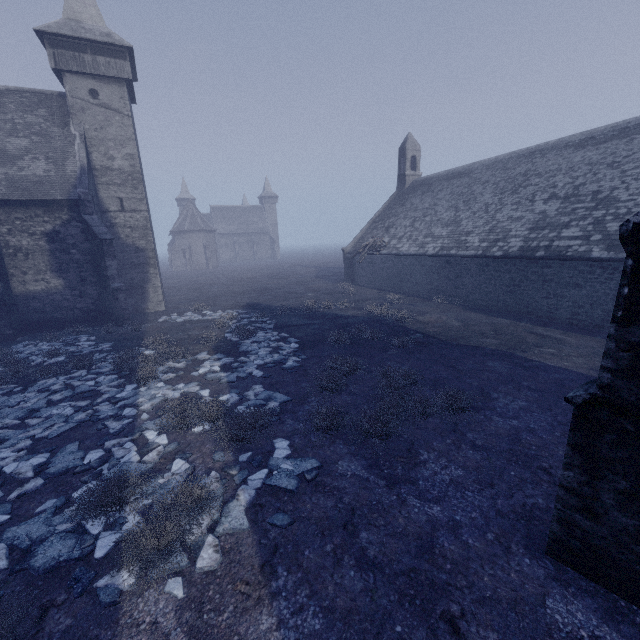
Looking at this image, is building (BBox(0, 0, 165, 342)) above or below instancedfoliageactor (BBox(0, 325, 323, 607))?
above

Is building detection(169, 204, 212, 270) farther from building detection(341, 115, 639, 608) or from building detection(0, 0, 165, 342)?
building detection(0, 0, 165, 342)

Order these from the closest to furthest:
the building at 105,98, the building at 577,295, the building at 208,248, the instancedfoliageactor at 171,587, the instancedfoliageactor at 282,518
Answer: the building at 577,295 → the instancedfoliageactor at 171,587 → the instancedfoliageactor at 282,518 → the building at 105,98 → the building at 208,248

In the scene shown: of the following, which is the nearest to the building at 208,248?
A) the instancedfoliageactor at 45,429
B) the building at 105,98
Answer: the building at 105,98

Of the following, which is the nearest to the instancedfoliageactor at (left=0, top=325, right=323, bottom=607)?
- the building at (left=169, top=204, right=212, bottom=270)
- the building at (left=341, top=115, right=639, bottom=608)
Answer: the building at (left=341, top=115, right=639, bottom=608)

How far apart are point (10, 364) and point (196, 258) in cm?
5100

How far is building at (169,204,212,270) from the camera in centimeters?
5797cm

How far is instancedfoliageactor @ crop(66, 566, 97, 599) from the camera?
3.96m
